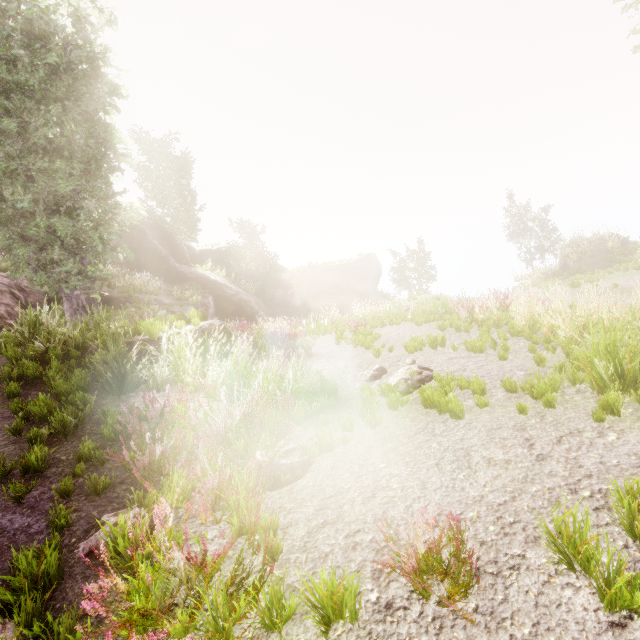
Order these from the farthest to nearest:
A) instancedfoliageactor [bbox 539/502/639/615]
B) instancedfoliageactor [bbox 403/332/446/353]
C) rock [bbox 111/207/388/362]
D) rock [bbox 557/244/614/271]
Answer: rock [bbox 111/207/388/362]
rock [bbox 557/244/614/271]
instancedfoliageactor [bbox 403/332/446/353]
instancedfoliageactor [bbox 539/502/639/615]

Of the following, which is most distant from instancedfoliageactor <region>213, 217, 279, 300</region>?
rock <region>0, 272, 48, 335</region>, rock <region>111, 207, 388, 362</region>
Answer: rock <region>111, 207, 388, 362</region>

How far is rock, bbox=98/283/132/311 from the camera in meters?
18.0 m

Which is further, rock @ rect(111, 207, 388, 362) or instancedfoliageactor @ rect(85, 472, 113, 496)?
rock @ rect(111, 207, 388, 362)

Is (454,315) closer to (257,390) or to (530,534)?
(257,390)

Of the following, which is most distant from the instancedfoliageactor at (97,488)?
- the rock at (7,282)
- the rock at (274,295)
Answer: the rock at (274,295)

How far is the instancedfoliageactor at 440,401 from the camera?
4.9m

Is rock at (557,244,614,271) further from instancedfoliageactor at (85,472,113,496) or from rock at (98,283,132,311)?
rock at (98,283,132,311)
